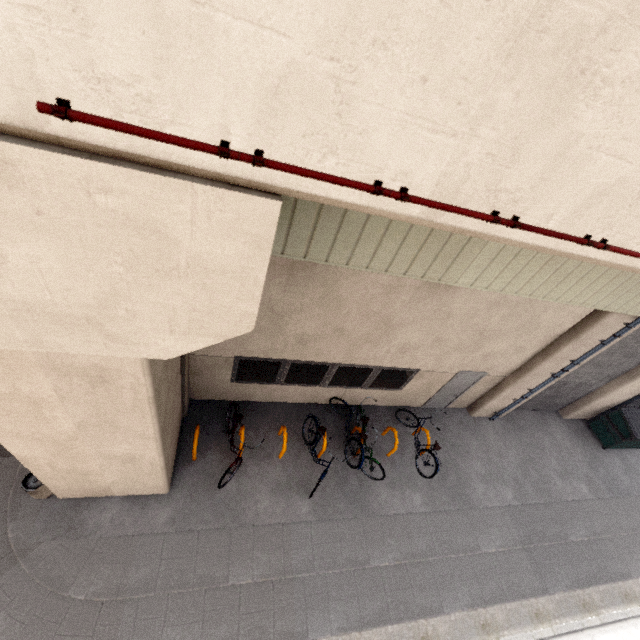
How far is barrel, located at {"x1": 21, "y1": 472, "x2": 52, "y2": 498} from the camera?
5.8 meters

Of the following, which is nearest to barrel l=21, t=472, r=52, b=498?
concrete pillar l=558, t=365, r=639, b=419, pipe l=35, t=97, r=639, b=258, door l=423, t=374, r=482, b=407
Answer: pipe l=35, t=97, r=639, b=258

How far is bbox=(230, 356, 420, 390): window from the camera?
7.5m

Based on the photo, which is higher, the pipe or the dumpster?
the pipe

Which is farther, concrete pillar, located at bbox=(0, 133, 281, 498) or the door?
the door

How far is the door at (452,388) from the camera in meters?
9.1 m

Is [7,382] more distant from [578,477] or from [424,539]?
[578,477]

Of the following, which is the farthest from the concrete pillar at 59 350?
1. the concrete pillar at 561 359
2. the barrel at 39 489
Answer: the concrete pillar at 561 359
